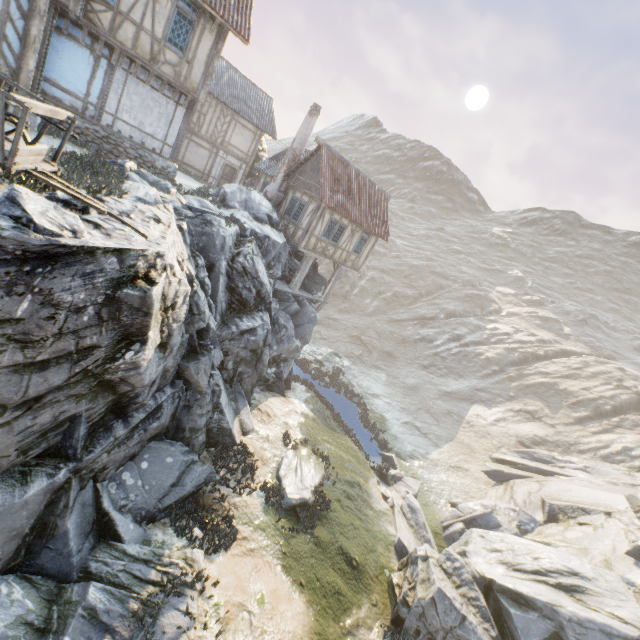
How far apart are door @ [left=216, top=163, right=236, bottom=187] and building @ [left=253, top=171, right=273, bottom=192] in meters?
2.9

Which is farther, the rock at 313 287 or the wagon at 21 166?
the rock at 313 287

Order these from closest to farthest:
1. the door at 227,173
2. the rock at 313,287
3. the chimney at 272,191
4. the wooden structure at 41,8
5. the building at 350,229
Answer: the wooden structure at 41,8
the building at 350,229
the chimney at 272,191
the rock at 313,287
the door at 227,173

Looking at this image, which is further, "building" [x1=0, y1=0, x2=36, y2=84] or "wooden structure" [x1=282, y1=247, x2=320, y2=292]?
"wooden structure" [x1=282, y1=247, x2=320, y2=292]

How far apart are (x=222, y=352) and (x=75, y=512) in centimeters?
665cm

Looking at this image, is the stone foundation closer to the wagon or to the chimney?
the chimney

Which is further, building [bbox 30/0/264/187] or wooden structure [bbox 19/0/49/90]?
building [bbox 30/0/264/187]

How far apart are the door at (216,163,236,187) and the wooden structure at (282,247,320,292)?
11.0 meters
